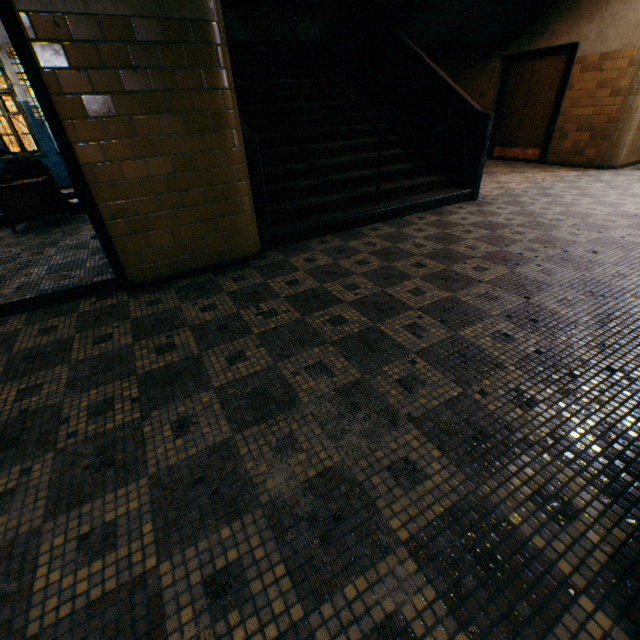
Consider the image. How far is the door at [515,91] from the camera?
6.9 meters

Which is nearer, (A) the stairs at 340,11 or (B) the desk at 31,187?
(A) the stairs at 340,11

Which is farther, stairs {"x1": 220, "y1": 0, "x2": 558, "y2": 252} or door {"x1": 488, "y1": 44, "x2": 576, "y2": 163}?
door {"x1": 488, "y1": 44, "x2": 576, "y2": 163}

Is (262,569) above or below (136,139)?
below

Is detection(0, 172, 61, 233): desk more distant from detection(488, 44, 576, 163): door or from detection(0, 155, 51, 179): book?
detection(488, 44, 576, 163): door

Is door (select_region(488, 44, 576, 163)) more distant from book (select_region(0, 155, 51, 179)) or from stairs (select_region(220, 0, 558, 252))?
book (select_region(0, 155, 51, 179))

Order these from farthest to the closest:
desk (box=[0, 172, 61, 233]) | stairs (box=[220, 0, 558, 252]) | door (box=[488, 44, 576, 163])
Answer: door (box=[488, 44, 576, 163]) → desk (box=[0, 172, 61, 233]) → stairs (box=[220, 0, 558, 252])

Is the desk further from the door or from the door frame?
the door
